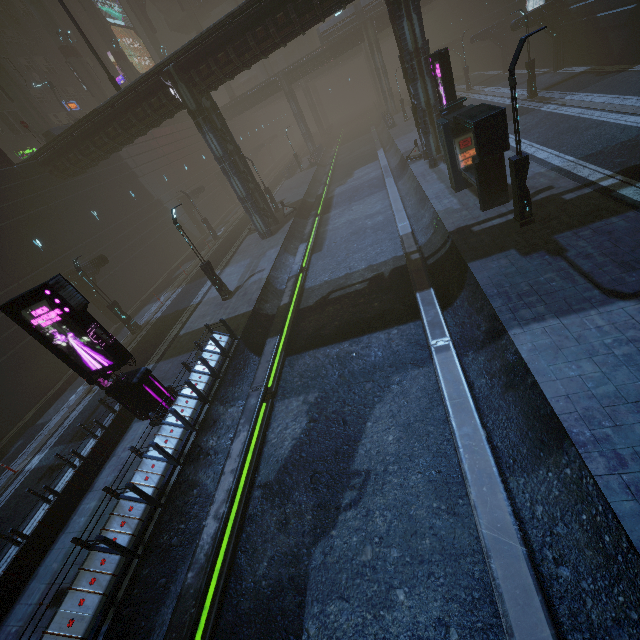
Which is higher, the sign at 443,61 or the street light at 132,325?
the sign at 443,61

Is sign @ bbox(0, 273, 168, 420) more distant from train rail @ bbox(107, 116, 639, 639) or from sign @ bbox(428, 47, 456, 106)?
sign @ bbox(428, 47, 456, 106)

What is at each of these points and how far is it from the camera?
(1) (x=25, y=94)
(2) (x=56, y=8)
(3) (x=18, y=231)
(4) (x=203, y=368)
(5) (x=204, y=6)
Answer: (1) sm, 28.6m
(2) building, 41.8m
(3) building, 20.9m
(4) building, 12.9m
(5) bridge, 53.5m

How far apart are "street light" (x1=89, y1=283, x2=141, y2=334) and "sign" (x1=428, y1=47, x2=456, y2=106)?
21.5 meters

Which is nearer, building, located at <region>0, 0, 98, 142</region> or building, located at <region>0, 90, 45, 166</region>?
building, located at <region>0, 90, 45, 166</region>

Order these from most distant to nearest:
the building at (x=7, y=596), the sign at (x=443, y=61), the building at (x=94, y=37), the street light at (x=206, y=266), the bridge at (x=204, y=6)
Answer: the bridge at (x=204, y=6) < the building at (x=94, y=37) < the street light at (x=206, y=266) < the sign at (x=443, y=61) < the building at (x=7, y=596)

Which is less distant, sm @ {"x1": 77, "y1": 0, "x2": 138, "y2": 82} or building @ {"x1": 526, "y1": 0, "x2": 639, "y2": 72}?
building @ {"x1": 526, "y1": 0, "x2": 639, "y2": 72}

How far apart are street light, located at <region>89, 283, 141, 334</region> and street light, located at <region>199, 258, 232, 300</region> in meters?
6.7 m
